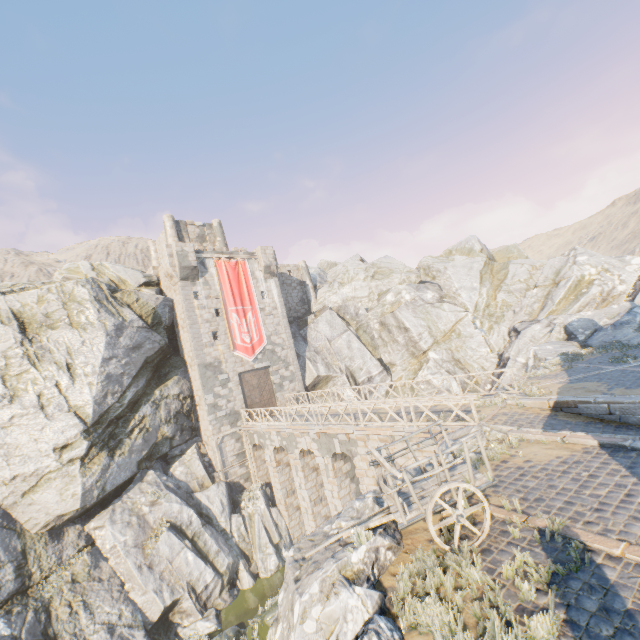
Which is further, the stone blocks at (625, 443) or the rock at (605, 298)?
the rock at (605, 298)

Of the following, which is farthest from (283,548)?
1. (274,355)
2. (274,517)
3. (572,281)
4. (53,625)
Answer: (572,281)

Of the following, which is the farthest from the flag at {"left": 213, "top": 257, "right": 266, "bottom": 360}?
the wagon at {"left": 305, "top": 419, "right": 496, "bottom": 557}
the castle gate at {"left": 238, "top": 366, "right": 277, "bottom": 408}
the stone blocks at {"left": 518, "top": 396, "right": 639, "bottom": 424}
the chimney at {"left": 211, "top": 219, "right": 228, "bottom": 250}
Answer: the wagon at {"left": 305, "top": 419, "right": 496, "bottom": 557}

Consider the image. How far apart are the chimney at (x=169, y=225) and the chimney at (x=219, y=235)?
3.19m

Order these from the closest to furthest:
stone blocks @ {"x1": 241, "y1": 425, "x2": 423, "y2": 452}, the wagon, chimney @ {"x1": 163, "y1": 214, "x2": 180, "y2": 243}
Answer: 1. the wagon
2. stone blocks @ {"x1": 241, "y1": 425, "x2": 423, "y2": 452}
3. chimney @ {"x1": 163, "y1": 214, "x2": 180, "y2": 243}

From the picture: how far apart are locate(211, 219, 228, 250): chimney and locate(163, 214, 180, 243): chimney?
3.2 meters

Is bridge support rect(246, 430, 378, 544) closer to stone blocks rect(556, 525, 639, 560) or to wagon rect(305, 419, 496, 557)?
stone blocks rect(556, 525, 639, 560)

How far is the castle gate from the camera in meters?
25.8 m
